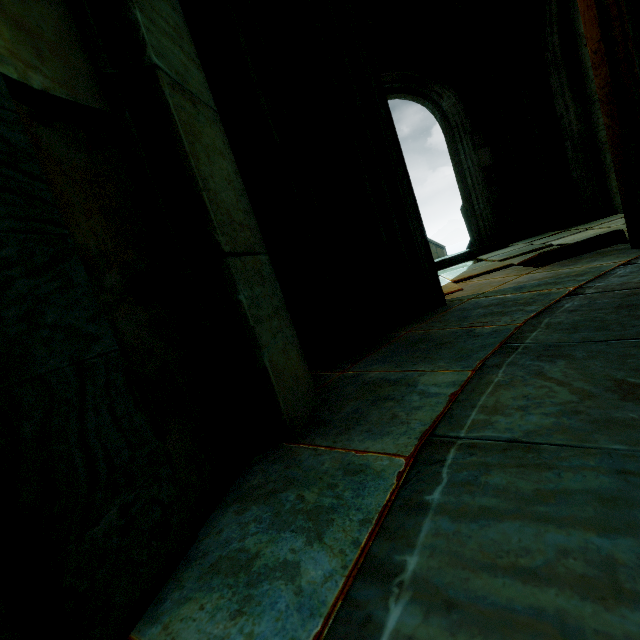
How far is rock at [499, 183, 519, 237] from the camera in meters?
7.7

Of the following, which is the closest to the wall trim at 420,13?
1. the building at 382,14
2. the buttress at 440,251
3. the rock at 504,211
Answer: the building at 382,14

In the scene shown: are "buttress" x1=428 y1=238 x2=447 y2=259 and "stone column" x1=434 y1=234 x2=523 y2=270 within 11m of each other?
no

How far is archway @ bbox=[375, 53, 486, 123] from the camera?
7.6 meters

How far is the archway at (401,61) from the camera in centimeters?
757cm

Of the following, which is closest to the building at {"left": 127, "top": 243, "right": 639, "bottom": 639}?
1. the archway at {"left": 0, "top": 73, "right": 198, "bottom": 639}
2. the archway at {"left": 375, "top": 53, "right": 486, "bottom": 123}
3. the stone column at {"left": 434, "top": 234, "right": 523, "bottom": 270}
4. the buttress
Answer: the archway at {"left": 0, "top": 73, "right": 198, "bottom": 639}

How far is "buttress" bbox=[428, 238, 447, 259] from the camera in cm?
2605

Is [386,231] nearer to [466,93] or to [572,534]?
A: [572,534]
